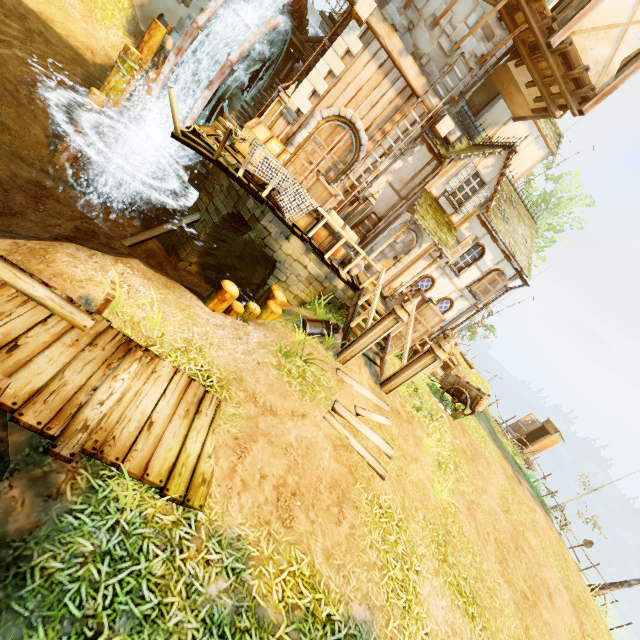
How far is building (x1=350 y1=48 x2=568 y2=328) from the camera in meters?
11.0 m

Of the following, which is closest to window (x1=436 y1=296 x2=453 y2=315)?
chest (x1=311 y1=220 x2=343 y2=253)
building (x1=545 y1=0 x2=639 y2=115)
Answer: building (x1=545 y1=0 x2=639 y2=115)

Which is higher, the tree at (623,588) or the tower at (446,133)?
the tower at (446,133)

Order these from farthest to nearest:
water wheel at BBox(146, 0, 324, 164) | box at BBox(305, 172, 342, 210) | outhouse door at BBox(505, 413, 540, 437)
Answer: outhouse door at BBox(505, 413, 540, 437) < water wheel at BBox(146, 0, 324, 164) < box at BBox(305, 172, 342, 210)

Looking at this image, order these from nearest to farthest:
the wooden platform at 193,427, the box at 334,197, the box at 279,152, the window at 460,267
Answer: the wooden platform at 193,427, the box at 334,197, the box at 279,152, the window at 460,267

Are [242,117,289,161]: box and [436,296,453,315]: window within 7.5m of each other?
no

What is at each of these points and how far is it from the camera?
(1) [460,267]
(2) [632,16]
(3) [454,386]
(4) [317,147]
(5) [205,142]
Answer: (1) window, 13.6m
(2) building, 8.5m
(3) cart, 11.9m
(4) door, 11.4m
(5) wooden platform, 8.5m

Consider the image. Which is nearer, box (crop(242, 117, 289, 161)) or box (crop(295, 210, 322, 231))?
box (crop(295, 210, 322, 231))
